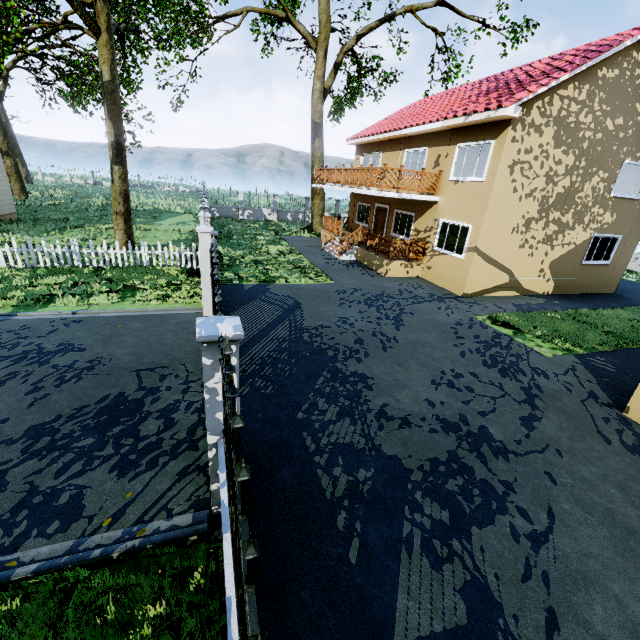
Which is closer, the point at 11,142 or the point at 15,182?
the point at 15,182

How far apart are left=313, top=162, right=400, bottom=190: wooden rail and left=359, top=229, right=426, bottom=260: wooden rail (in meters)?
2.06

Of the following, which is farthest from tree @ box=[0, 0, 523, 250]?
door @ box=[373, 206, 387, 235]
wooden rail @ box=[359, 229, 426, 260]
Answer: wooden rail @ box=[359, 229, 426, 260]

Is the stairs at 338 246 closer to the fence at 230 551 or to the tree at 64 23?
the tree at 64 23

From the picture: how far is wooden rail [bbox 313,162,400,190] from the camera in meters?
13.7 m

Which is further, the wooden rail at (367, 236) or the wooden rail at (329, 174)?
the wooden rail at (367, 236)

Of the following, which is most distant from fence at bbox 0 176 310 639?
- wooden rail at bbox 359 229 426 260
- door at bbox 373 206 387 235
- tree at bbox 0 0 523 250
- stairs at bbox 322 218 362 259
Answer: door at bbox 373 206 387 235

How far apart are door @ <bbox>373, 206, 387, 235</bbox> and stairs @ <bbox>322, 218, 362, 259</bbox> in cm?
204
